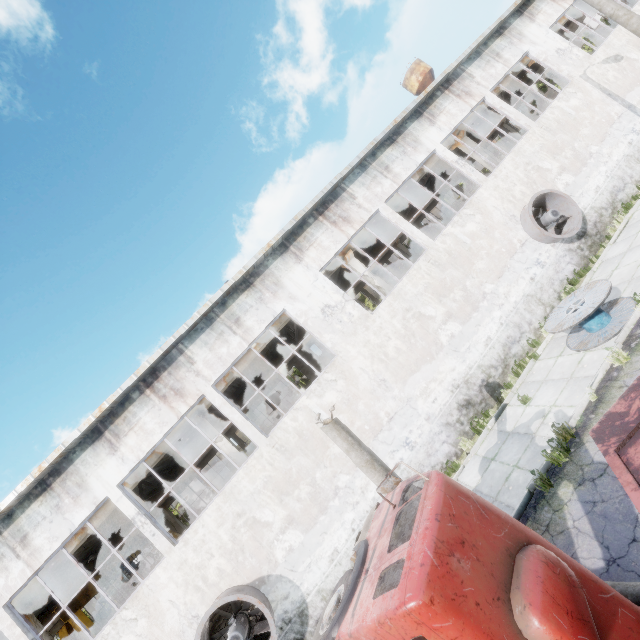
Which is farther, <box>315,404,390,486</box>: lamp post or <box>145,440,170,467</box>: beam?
<box>145,440,170,467</box>: beam

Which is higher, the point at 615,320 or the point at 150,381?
the point at 150,381

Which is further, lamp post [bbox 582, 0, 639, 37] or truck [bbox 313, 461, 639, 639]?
lamp post [bbox 582, 0, 639, 37]

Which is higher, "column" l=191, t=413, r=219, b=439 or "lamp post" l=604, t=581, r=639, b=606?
"column" l=191, t=413, r=219, b=439

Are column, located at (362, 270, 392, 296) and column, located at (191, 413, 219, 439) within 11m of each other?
yes

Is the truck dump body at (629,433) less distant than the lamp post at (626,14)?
Yes

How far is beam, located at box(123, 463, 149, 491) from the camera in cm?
1268

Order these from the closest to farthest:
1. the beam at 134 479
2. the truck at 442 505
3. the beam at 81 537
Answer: the truck at 442 505
the beam at 81 537
the beam at 134 479
